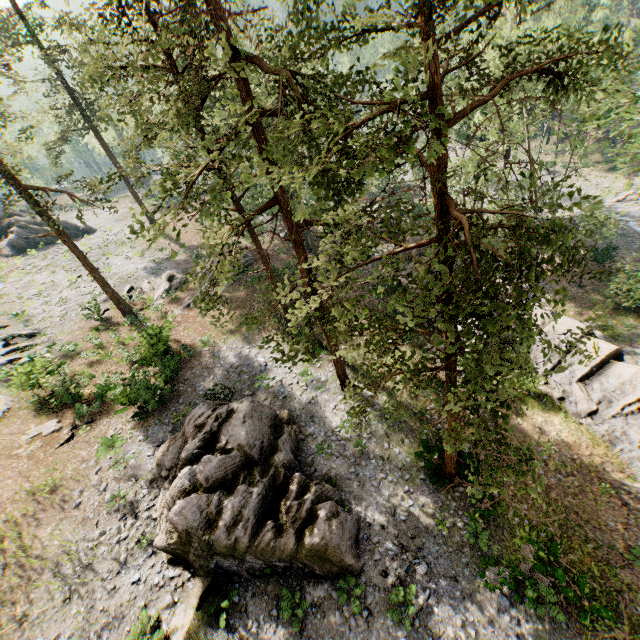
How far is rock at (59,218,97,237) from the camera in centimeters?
4353cm

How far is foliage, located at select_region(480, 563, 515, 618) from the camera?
12.7 meters

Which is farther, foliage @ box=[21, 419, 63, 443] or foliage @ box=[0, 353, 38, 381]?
foliage @ box=[0, 353, 38, 381]

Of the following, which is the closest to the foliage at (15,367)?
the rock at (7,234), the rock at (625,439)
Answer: the rock at (7,234)

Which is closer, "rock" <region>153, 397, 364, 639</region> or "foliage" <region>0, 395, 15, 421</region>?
"rock" <region>153, 397, 364, 639</region>

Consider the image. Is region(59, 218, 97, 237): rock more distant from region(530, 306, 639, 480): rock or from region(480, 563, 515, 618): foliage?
region(530, 306, 639, 480): rock

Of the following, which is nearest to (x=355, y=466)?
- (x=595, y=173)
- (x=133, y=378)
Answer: (x=133, y=378)

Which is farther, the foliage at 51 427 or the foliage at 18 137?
the foliage at 18 137
